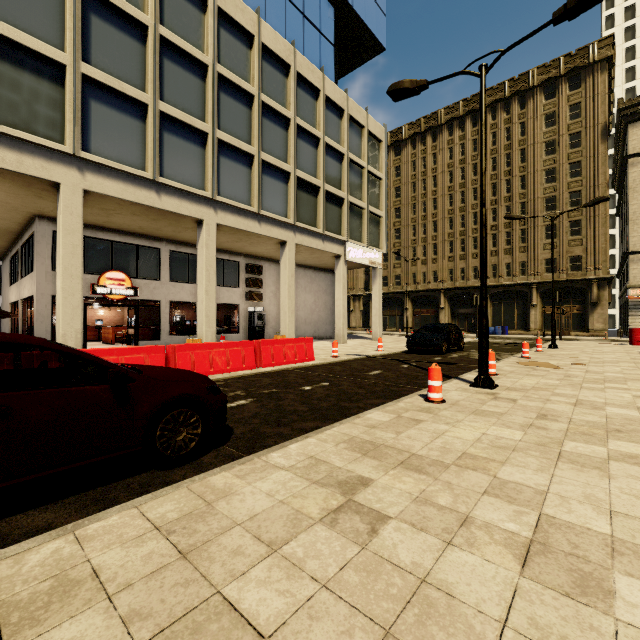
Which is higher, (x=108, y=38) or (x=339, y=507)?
(x=108, y=38)

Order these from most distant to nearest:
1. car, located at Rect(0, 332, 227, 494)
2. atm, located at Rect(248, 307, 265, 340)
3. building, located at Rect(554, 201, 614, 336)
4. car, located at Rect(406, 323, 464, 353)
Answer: building, located at Rect(554, 201, 614, 336) → atm, located at Rect(248, 307, 265, 340) → car, located at Rect(406, 323, 464, 353) → car, located at Rect(0, 332, 227, 494)

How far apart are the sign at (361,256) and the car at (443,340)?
7.3 meters

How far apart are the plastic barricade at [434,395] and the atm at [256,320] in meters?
15.7 m

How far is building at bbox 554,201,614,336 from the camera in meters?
31.4

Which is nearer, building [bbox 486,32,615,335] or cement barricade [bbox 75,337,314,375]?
cement barricade [bbox 75,337,314,375]

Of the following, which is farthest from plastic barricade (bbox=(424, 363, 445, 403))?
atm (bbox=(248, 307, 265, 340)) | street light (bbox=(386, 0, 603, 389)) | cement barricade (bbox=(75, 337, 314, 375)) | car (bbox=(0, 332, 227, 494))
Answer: atm (bbox=(248, 307, 265, 340))
